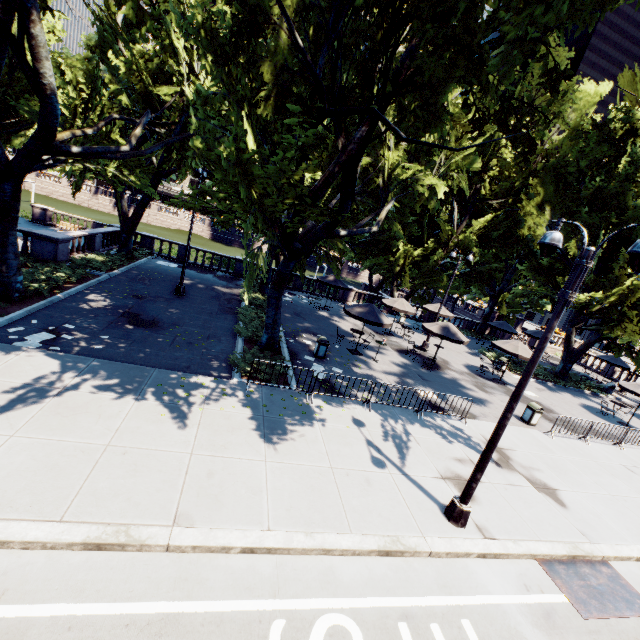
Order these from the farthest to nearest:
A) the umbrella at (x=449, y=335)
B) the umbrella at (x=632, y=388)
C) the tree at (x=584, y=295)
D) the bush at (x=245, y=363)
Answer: the tree at (x=584, y=295)
the umbrella at (x=632, y=388)
the umbrella at (x=449, y=335)
the bush at (x=245, y=363)

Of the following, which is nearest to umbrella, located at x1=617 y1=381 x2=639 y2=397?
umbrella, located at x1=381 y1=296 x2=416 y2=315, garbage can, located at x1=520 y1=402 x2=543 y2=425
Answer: garbage can, located at x1=520 y1=402 x2=543 y2=425

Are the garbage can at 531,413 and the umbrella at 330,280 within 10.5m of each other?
no

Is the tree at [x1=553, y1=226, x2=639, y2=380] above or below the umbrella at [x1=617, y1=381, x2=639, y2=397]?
above

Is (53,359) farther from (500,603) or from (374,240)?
(374,240)

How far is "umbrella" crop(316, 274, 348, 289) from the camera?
25.16m

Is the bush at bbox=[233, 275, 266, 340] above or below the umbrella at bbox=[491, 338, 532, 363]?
below

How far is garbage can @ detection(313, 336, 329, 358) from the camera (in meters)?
15.69
